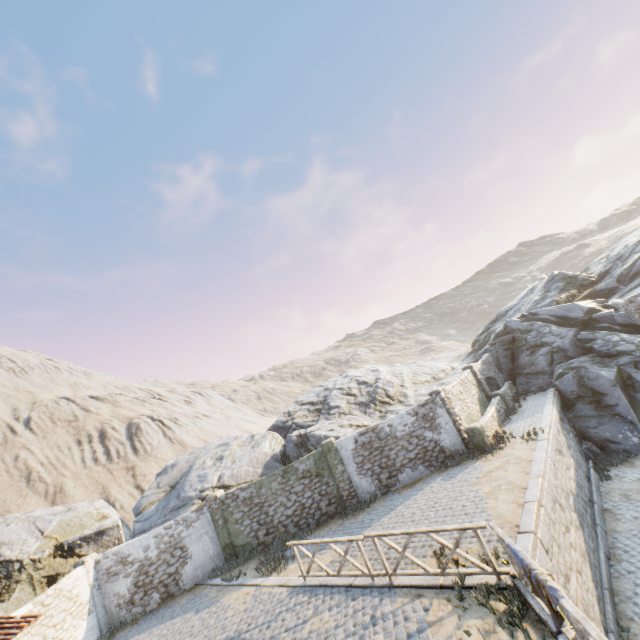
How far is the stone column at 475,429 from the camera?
14.31m

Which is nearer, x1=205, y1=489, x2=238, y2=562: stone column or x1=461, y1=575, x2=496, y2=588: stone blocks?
x1=461, y1=575, x2=496, y2=588: stone blocks

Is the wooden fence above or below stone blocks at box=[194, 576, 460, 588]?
above

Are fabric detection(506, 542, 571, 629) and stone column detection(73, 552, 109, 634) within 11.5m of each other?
no

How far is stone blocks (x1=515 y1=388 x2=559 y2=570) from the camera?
7.5m

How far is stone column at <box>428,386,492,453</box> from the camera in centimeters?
1431cm

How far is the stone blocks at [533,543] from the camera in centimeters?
747cm

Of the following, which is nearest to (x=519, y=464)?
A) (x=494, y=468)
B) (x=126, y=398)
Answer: (x=494, y=468)
